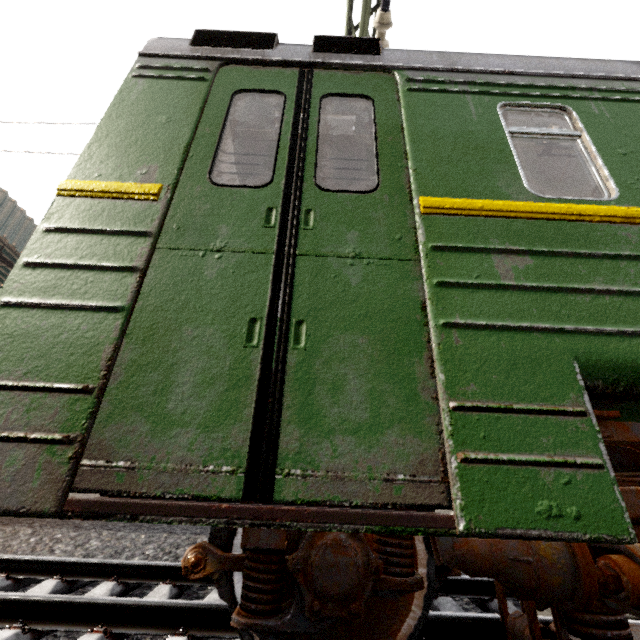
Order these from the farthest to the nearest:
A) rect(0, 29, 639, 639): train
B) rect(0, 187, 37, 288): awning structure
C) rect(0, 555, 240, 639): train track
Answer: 1. rect(0, 187, 37, 288): awning structure
2. rect(0, 555, 240, 639): train track
3. rect(0, 29, 639, 639): train

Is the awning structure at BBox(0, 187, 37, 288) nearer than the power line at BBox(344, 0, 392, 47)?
No

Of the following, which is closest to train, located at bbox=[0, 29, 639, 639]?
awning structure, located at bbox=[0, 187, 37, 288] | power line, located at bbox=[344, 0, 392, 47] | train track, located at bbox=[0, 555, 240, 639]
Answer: train track, located at bbox=[0, 555, 240, 639]

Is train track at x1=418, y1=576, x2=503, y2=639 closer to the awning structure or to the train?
the train

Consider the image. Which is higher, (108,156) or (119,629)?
(108,156)

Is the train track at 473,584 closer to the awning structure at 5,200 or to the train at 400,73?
the train at 400,73
